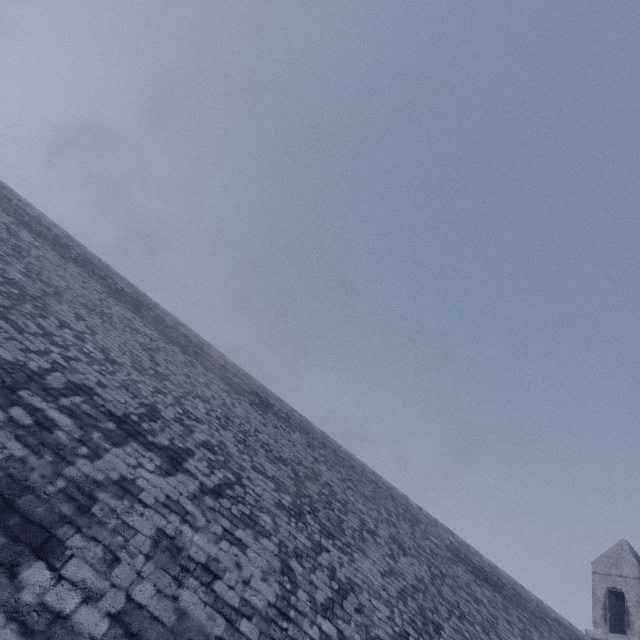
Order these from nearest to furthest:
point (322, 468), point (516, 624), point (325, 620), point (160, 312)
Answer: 1. point (325, 620)
2. point (516, 624)
3. point (322, 468)
4. point (160, 312)
